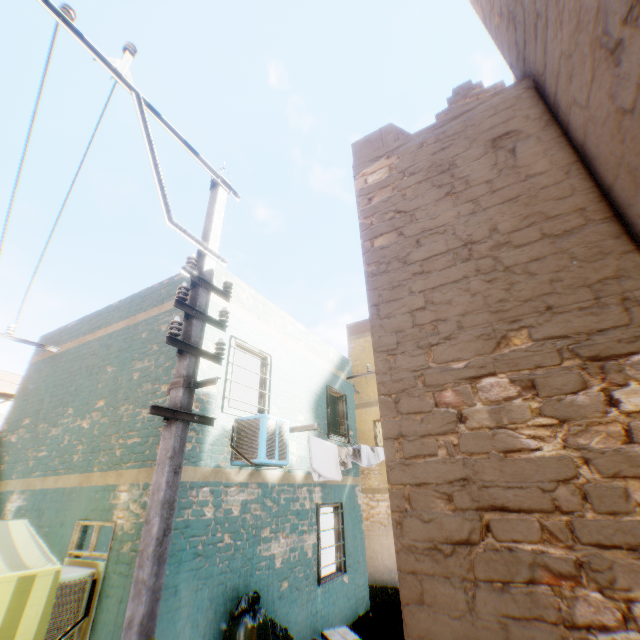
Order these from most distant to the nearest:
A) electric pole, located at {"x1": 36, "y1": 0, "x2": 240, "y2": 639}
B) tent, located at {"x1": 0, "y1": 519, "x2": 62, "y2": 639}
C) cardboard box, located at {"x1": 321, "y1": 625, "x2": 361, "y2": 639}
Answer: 1. cardboard box, located at {"x1": 321, "y1": 625, "x2": 361, "y2": 639}
2. tent, located at {"x1": 0, "y1": 519, "x2": 62, "y2": 639}
3. electric pole, located at {"x1": 36, "y1": 0, "x2": 240, "y2": 639}

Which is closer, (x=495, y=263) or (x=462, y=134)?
(x=495, y=263)

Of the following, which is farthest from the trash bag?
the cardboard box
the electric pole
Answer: the cardboard box

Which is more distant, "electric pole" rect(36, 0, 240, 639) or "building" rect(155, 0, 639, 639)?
"electric pole" rect(36, 0, 240, 639)

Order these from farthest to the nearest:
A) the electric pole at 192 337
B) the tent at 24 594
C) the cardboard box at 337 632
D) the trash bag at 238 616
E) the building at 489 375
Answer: the cardboard box at 337 632 < the trash bag at 238 616 < the tent at 24 594 < the electric pole at 192 337 < the building at 489 375

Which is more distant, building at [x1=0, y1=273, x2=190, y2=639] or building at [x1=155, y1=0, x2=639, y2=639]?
building at [x1=0, y1=273, x2=190, y2=639]

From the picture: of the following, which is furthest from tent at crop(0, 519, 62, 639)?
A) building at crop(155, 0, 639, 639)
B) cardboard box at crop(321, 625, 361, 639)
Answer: cardboard box at crop(321, 625, 361, 639)

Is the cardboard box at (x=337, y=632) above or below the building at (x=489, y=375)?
below
